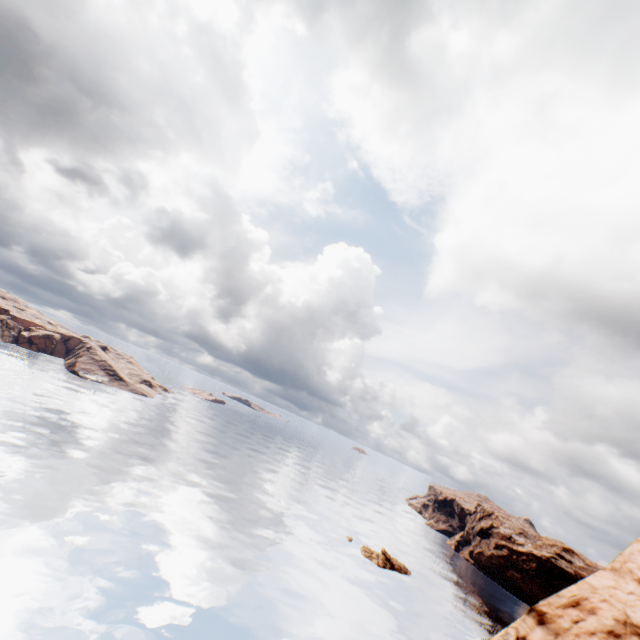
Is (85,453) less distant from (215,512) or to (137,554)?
(215,512)
